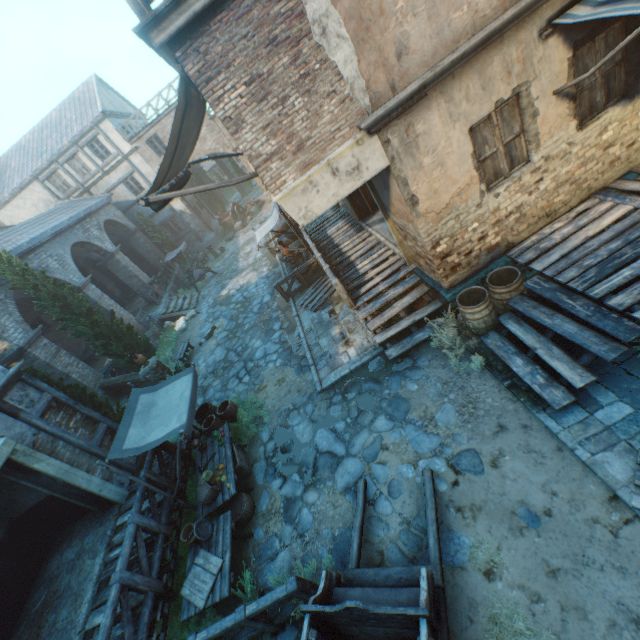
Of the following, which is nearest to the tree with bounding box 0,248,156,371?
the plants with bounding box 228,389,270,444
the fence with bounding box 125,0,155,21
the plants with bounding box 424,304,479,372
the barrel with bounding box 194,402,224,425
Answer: the plants with bounding box 228,389,270,444

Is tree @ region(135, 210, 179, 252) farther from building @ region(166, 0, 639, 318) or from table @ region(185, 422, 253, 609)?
table @ region(185, 422, 253, 609)

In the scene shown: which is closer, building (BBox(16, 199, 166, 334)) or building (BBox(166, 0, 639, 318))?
building (BBox(166, 0, 639, 318))

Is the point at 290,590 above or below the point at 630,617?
above

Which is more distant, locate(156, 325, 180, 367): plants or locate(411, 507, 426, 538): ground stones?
locate(156, 325, 180, 367): plants

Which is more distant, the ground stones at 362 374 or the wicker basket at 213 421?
the wicker basket at 213 421

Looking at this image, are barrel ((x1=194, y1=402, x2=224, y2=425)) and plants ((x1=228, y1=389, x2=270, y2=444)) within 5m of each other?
yes

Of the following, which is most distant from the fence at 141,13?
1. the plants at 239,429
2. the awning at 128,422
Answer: the plants at 239,429
